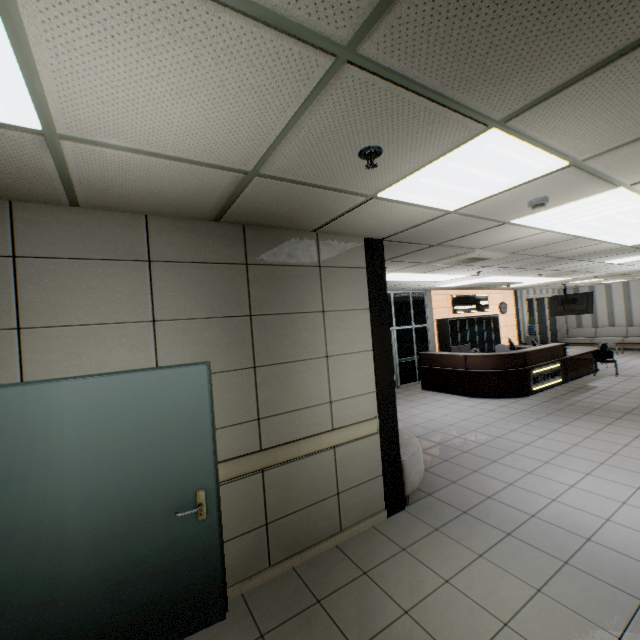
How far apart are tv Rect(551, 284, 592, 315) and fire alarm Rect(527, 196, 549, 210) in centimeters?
1227cm

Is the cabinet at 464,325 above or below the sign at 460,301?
below

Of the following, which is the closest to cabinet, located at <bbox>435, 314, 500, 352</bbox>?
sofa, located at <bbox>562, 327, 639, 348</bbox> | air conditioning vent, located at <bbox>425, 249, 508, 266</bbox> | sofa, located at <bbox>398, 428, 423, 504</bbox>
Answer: sofa, located at <bbox>398, 428, 423, 504</bbox>

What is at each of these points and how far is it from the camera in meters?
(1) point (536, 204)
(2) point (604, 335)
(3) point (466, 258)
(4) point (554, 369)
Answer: (1) fire alarm, 2.9
(2) sofa, 16.1
(3) air conditioning vent, 5.4
(4) sign, 9.3

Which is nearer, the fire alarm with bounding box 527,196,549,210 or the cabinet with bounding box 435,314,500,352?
the fire alarm with bounding box 527,196,549,210

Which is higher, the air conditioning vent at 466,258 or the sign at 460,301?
the air conditioning vent at 466,258

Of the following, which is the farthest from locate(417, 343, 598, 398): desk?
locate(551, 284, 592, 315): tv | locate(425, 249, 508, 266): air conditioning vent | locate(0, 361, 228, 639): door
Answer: locate(0, 361, 228, 639): door

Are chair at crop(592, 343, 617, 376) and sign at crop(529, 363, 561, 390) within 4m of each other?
yes
